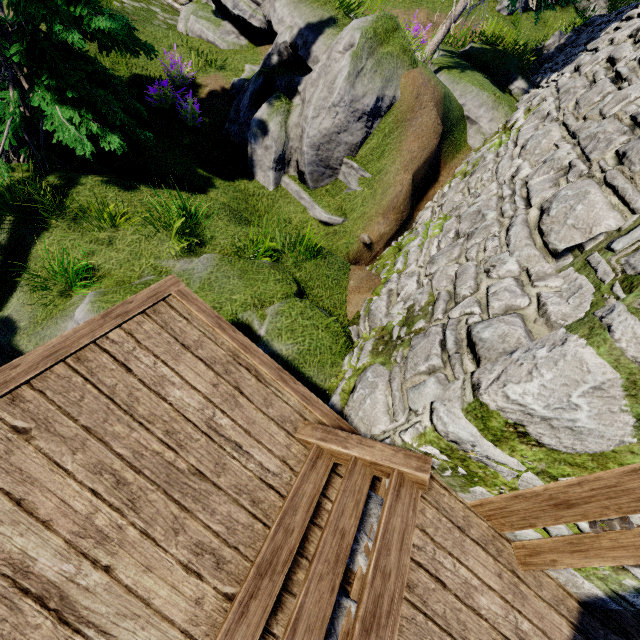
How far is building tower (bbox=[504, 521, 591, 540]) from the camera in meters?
2.4 m

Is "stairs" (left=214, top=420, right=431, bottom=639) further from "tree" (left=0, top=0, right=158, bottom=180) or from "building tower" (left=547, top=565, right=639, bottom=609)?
"tree" (left=0, top=0, right=158, bottom=180)

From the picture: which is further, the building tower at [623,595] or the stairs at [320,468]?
the building tower at [623,595]

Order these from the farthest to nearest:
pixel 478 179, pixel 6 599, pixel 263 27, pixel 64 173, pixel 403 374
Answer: pixel 263 27
pixel 478 179
pixel 64 173
pixel 403 374
pixel 6 599

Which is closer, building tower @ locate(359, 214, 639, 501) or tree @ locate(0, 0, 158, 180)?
building tower @ locate(359, 214, 639, 501)

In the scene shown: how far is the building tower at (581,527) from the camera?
2.4m

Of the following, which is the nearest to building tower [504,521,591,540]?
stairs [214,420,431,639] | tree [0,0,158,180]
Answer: stairs [214,420,431,639]
